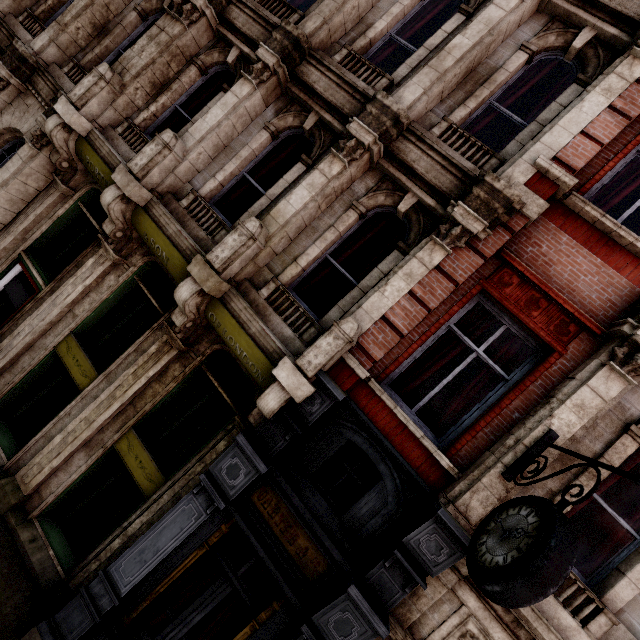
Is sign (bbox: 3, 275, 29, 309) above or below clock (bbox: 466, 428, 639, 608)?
below

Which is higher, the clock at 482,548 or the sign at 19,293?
the clock at 482,548

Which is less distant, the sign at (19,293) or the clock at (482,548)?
the clock at (482,548)

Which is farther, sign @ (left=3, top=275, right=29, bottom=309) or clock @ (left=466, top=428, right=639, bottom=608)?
sign @ (left=3, top=275, right=29, bottom=309)

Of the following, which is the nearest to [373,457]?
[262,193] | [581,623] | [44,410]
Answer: [581,623]
